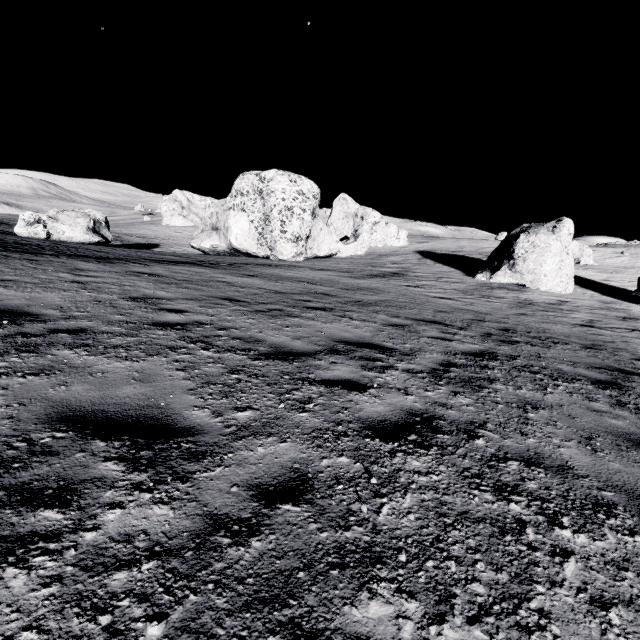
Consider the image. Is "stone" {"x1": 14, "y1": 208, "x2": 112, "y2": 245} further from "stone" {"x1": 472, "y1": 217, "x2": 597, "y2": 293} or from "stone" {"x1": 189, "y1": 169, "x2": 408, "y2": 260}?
"stone" {"x1": 472, "y1": 217, "x2": 597, "y2": 293}

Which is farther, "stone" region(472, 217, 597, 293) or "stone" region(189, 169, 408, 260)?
"stone" region(189, 169, 408, 260)

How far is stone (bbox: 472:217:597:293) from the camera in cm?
2038

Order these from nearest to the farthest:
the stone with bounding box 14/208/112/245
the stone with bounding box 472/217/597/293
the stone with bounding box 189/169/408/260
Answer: the stone with bounding box 472/217/597/293
the stone with bounding box 14/208/112/245
the stone with bounding box 189/169/408/260

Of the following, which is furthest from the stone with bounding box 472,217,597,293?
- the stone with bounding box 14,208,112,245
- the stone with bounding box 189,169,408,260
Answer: the stone with bounding box 14,208,112,245

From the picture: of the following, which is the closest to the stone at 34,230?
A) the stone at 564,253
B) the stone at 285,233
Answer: the stone at 285,233

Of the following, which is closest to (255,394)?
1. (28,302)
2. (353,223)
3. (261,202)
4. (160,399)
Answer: (160,399)

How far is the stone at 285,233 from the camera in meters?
26.0 m
